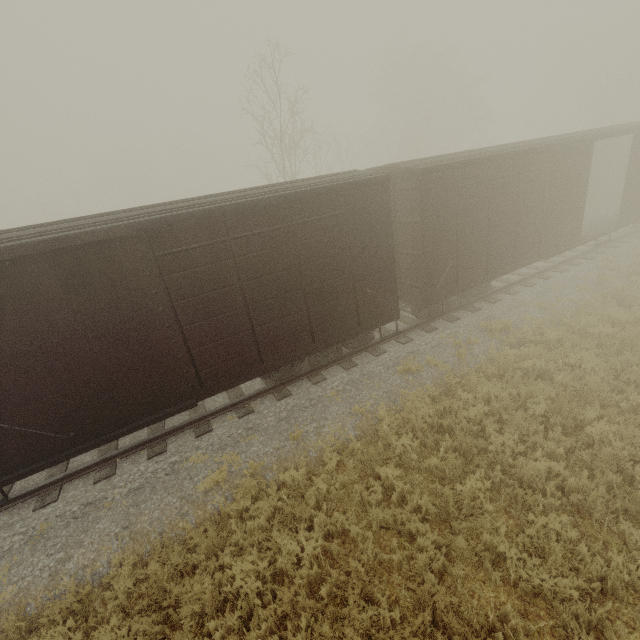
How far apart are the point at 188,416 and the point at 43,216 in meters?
60.5 m

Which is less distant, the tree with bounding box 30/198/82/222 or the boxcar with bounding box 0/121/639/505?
the boxcar with bounding box 0/121/639/505

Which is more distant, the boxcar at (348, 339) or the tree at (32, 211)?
the tree at (32, 211)

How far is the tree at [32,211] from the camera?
47.1 meters

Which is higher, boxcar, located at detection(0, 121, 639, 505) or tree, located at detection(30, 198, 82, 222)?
tree, located at detection(30, 198, 82, 222)

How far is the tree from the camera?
47.1m
